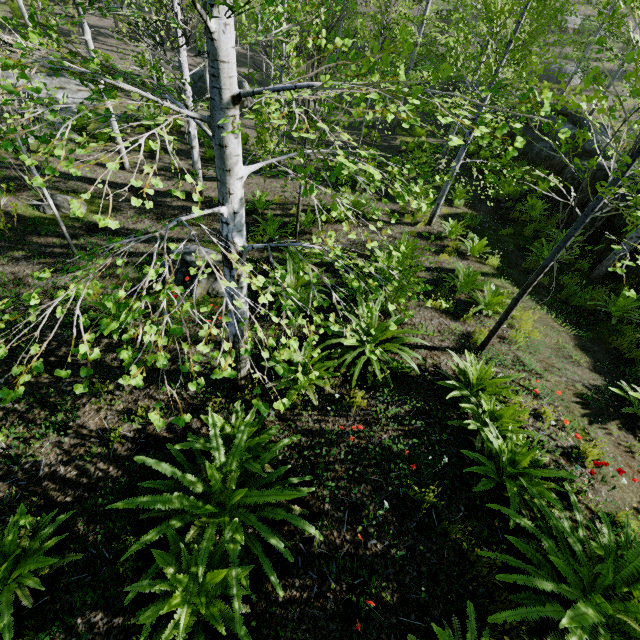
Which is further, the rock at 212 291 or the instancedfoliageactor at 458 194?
the instancedfoliageactor at 458 194

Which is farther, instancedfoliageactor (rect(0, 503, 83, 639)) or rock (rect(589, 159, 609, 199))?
rock (rect(589, 159, 609, 199))

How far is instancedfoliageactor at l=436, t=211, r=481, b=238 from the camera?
9.1 meters

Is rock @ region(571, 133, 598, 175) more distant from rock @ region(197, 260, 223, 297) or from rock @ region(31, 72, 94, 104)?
rock @ region(31, 72, 94, 104)

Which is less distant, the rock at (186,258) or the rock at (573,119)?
the rock at (186,258)

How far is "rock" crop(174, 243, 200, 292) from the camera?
6.66m

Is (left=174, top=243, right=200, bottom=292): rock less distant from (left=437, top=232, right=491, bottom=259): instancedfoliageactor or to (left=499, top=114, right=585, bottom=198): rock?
(left=437, top=232, right=491, bottom=259): instancedfoliageactor

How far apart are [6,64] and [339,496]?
4.4m
